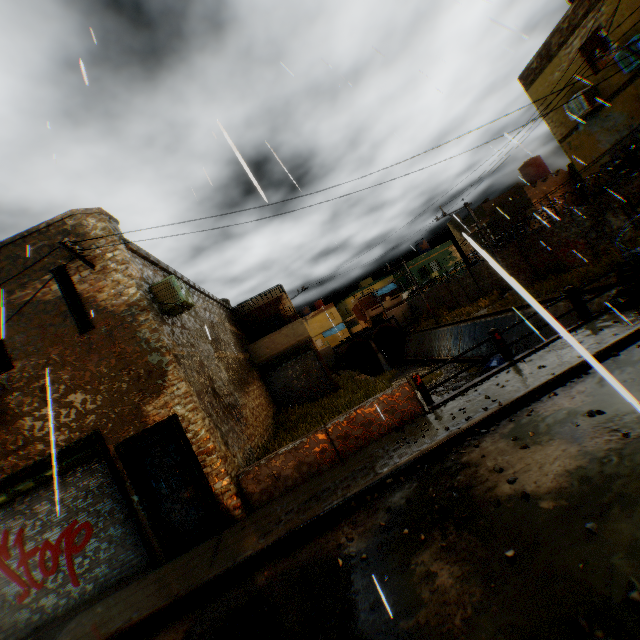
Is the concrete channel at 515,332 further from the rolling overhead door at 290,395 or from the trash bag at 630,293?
the trash bag at 630,293

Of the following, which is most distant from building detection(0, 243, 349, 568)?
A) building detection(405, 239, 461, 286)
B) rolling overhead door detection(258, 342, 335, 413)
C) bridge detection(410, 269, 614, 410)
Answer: bridge detection(410, 269, 614, 410)

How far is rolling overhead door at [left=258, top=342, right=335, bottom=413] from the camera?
18.2m

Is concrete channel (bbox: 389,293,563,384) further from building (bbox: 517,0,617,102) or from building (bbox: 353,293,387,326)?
building (bbox: 353,293,387,326)

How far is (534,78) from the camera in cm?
1577

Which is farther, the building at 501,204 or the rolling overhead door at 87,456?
the building at 501,204

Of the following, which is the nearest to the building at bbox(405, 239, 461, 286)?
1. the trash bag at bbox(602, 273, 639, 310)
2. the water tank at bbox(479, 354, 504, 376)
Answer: the water tank at bbox(479, 354, 504, 376)

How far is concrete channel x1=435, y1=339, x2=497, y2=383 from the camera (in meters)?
19.85
